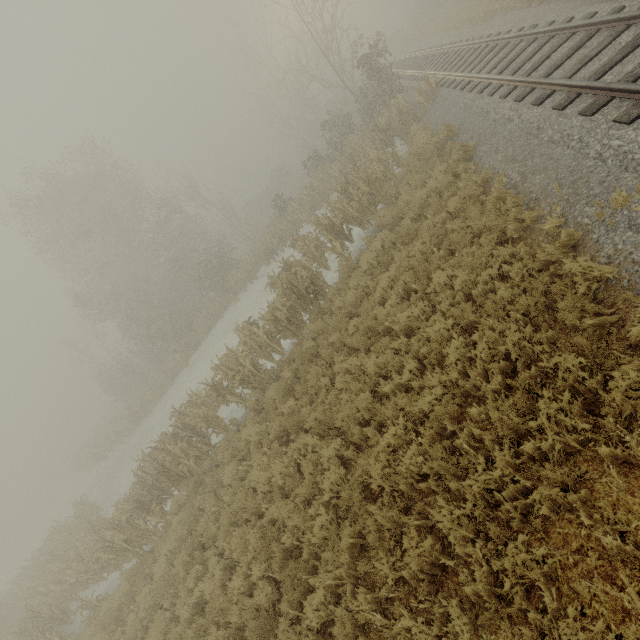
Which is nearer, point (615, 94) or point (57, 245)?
point (615, 94)
